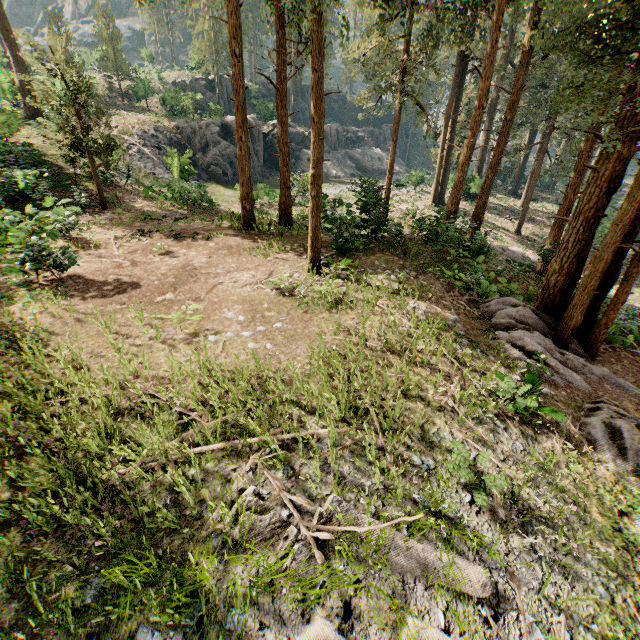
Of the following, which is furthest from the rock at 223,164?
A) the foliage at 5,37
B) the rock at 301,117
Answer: the foliage at 5,37

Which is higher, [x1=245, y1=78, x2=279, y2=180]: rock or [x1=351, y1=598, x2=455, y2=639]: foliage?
[x1=245, y1=78, x2=279, y2=180]: rock

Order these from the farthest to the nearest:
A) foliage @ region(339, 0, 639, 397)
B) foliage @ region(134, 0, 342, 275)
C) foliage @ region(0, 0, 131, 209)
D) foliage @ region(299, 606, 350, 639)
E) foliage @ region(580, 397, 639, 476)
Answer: foliage @ region(0, 0, 131, 209) → foliage @ region(134, 0, 342, 275) → foliage @ region(339, 0, 639, 397) → foliage @ region(580, 397, 639, 476) → foliage @ region(299, 606, 350, 639)

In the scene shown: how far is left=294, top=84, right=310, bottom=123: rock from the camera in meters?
55.3

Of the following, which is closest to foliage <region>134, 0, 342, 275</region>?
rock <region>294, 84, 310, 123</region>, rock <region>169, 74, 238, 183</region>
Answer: rock <region>294, 84, 310, 123</region>

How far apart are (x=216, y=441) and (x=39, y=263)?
9.0 meters

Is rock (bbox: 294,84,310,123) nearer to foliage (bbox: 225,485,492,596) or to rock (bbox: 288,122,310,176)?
foliage (bbox: 225,485,492,596)
